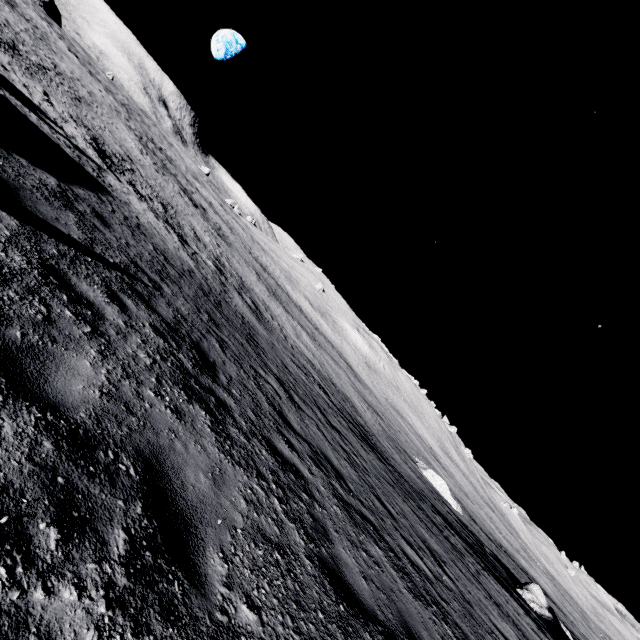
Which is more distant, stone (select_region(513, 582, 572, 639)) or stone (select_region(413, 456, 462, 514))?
stone (select_region(413, 456, 462, 514))

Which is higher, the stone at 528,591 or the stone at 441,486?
the stone at 528,591

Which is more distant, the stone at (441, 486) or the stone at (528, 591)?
the stone at (441, 486)

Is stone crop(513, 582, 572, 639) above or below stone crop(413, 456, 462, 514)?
above

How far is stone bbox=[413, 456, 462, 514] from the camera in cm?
3152

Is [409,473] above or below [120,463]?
below
